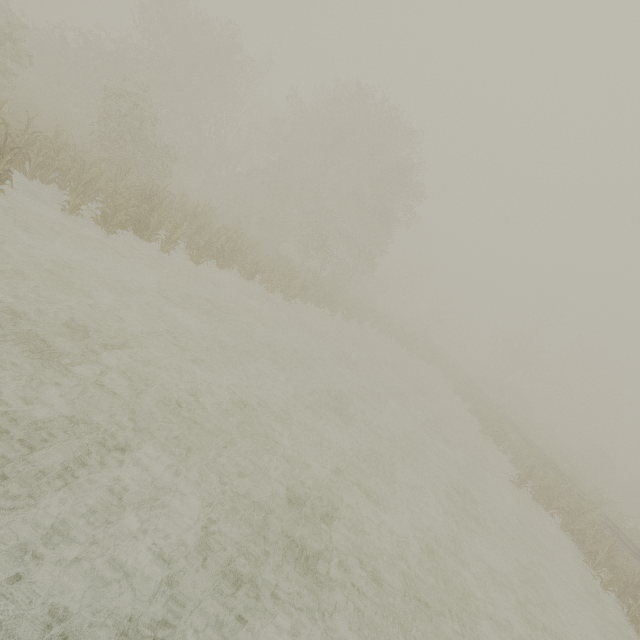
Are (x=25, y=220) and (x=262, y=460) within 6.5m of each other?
no
